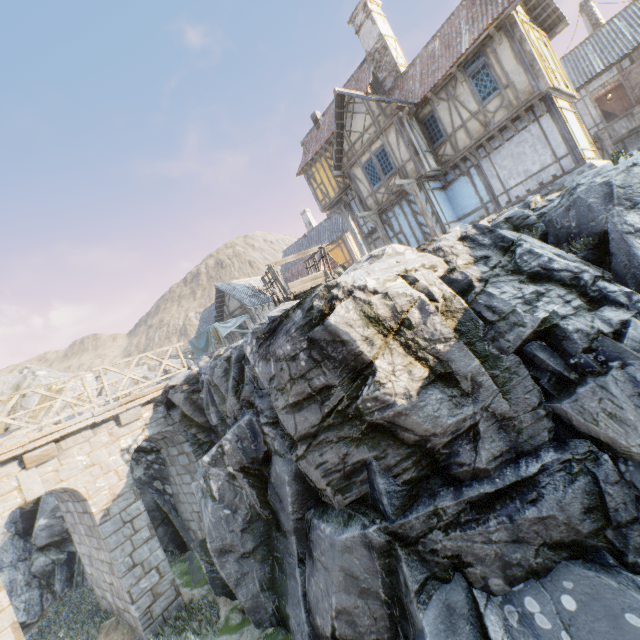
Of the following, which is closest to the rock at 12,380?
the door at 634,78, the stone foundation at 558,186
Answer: the stone foundation at 558,186

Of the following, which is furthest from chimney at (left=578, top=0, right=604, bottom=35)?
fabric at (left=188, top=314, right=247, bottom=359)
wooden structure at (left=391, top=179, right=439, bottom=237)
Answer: fabric at (left=188, top=314, right=247, bottom=359)

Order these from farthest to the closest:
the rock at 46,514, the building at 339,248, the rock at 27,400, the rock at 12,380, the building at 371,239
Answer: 1. the building at 339,248
2. the rock at 12,380
3. the rock at 27,400
4. the building at 371,239
5. the rock at 46,514

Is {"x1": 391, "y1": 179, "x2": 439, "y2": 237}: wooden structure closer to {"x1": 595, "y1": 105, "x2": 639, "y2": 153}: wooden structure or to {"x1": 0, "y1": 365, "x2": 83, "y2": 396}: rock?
{"x1": 0, "y1": 365, "x2": 83, "y2": 396}: rock

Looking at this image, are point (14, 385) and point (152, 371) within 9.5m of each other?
no

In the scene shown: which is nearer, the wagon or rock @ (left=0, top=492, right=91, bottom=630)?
the wagon

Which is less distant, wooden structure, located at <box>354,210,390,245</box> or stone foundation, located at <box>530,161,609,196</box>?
stone foundation, located at <box>530,161,609,196</box>

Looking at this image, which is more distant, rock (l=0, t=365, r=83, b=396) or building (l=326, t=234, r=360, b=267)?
building (l=326, t=234, r=360, b=267)
